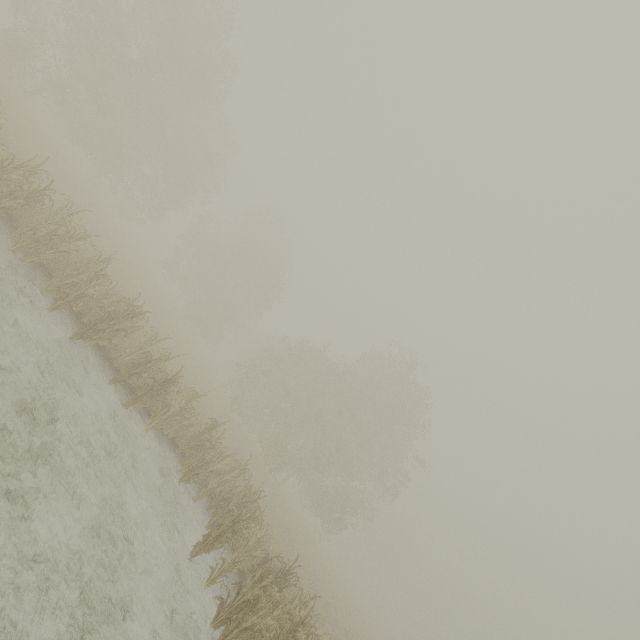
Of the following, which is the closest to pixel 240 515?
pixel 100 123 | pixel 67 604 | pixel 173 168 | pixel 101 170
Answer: pixel 67 604
